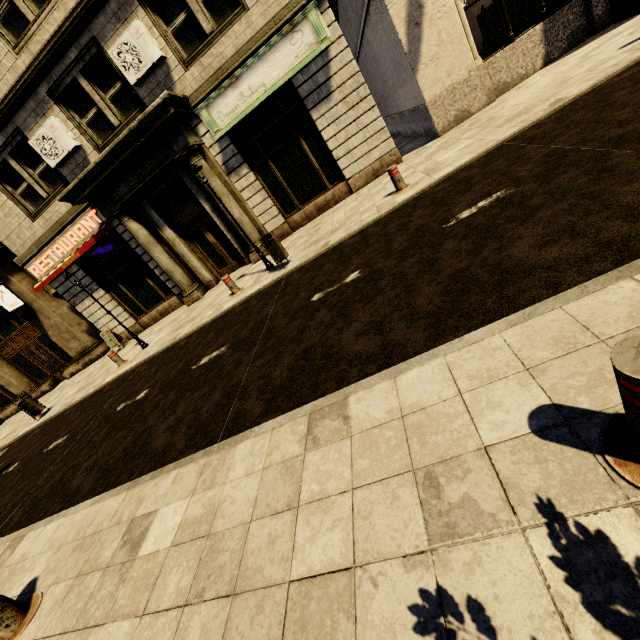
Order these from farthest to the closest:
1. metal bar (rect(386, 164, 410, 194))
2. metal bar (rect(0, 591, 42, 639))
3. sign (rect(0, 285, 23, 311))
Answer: sign (rect(0, 285, 23, 311)), metal bar (rect(386, 164, 410, 194)), metal bar (rect(0, 591, 42, 639))

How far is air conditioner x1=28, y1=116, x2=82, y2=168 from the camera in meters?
9.9

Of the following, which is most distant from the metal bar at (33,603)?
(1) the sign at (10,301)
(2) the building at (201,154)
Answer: (1) the sign at (10,301)

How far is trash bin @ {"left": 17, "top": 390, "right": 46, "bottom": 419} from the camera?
11.1 meters

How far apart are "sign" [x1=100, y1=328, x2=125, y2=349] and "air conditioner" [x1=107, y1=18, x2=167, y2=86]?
8.8 meters

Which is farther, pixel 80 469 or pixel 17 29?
pixel 17 29

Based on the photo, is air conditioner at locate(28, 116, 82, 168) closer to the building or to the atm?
the building

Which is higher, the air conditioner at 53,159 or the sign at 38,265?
the air conditioner at 53,159
